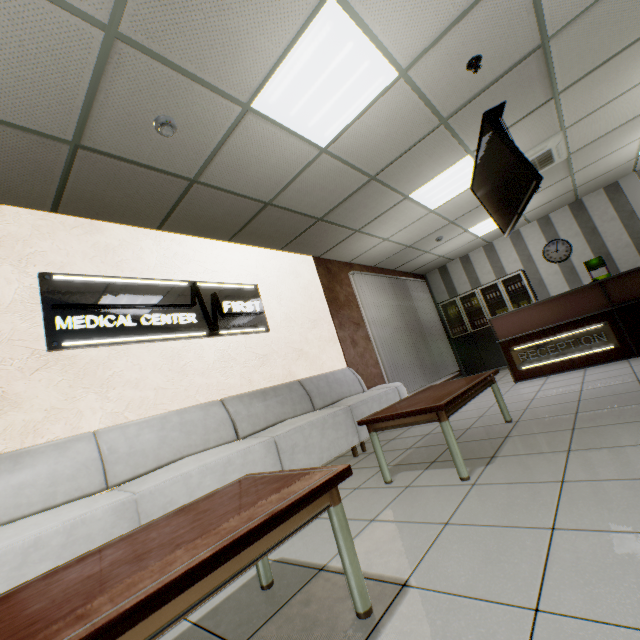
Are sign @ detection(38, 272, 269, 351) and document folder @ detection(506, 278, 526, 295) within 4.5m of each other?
no

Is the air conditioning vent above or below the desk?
above

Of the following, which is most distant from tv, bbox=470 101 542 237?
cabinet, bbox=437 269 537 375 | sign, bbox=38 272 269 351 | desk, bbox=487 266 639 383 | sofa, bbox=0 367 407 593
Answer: cabinet, bbox=437 269 537 375

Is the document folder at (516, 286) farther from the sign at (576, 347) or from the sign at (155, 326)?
the sign at (155, 326)

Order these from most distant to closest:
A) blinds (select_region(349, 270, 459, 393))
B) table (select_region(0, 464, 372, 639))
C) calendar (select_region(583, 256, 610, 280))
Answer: calendar (select_region(583, 256, 610, 280)), blinds (select_region(349, 270, 459, 393)), table (select_region(0, 464, 372, 639))

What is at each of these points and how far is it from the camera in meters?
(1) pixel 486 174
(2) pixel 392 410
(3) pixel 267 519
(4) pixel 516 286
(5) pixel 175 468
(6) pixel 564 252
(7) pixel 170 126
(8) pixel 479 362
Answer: (1) tv, 3.7
(2) table, 2.7
(3) table, 1.0
(4) document folder, 8.1
(5) sofa, 2.5
(6) clock, 7.6
(7) fire alarm, 2.6
(8) cabinet, 8.5

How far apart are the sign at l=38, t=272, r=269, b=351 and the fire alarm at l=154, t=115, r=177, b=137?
1.54m

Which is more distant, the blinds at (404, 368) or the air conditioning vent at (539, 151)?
the blinds at (404, 368)
